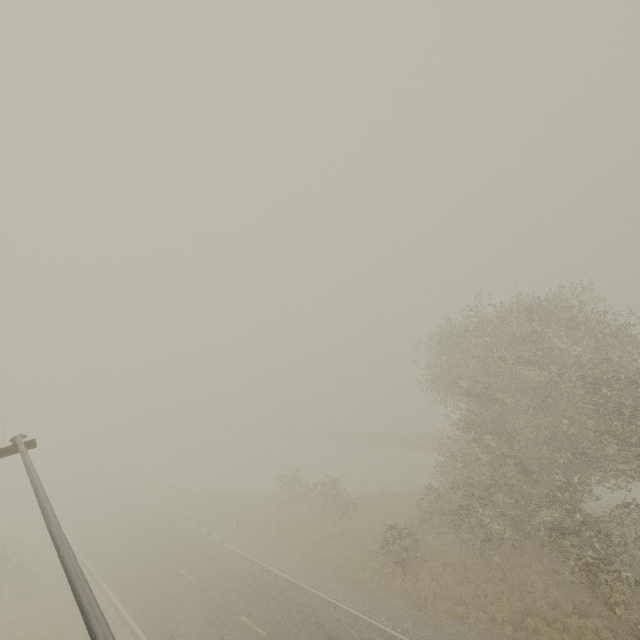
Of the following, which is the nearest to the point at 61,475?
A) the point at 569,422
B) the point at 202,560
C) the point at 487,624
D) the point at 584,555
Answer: the point at 202,560
